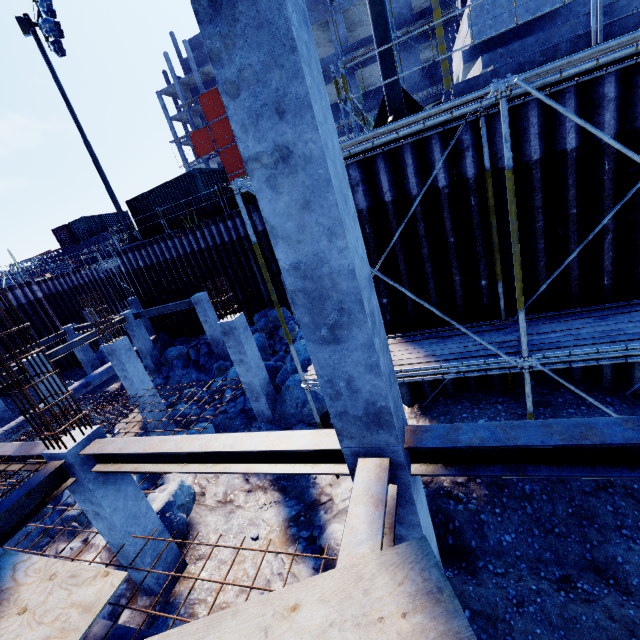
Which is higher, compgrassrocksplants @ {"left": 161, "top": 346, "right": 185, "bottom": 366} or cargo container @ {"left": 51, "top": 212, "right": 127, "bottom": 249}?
cargo container @ {"left": 51, "top": 212, "right": 127, "bottom": 249}

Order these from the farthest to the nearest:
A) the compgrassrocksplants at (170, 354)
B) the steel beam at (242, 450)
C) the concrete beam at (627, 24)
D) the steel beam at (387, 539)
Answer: the compgrassrocksplants at (170, 354)
the concrete beam at (627, 24)
the steel beam at (242, 450)
the steel beam at (387, 539)

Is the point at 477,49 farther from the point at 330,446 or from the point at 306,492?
the point at 306,492

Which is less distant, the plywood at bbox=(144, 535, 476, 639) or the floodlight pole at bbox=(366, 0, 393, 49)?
the plywood at bbox=(144, 535, 476, 639)

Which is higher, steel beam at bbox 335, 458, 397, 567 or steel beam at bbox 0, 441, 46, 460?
steel beam at bbox 0, 441, 46, 460

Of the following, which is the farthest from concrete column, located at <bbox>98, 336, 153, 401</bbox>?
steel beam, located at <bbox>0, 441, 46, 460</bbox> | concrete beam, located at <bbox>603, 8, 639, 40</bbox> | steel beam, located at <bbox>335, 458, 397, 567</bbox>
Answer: concrete beam, located at <bbox>603, 8, 639, 40</bbox>

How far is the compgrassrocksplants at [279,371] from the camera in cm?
1239

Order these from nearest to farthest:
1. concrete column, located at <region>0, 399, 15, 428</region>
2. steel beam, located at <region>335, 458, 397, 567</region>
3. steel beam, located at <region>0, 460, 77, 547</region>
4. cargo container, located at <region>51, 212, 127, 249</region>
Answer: steel beam, located at <region>335, 458, 397, 567</region>
steel beam, located at <region>0, 460, 77, 547</region>
concrete column, located at <region>0, 399, 15, 428</region>
cargo container, located at <region>51, 212, 127, 249</region>
